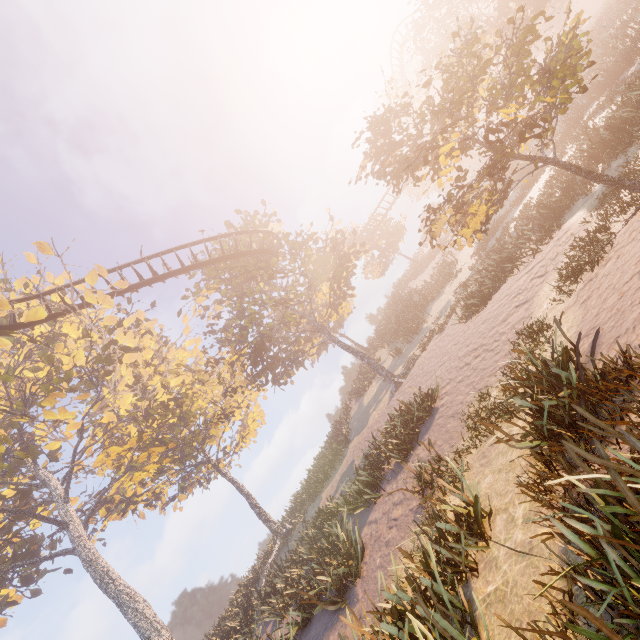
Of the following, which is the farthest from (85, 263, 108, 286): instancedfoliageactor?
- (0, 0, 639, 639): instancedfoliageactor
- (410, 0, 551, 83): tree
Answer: (410, 0, 551, 83): tree

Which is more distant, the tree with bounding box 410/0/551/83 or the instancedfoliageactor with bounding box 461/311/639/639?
the tree with bounding box 410/0/551/83

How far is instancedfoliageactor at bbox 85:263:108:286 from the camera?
18.0m

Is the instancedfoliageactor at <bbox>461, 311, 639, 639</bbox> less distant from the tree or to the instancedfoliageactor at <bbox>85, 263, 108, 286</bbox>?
the instancedfoliageactor at <bbox>85, 263, 108, 286</bbox>

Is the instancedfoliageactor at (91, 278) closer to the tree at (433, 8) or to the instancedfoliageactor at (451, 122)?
the instancedfoliageactor at (451, 122)

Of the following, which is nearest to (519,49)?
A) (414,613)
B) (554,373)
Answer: Result: (554,373)

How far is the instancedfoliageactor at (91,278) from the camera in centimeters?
1802cm
